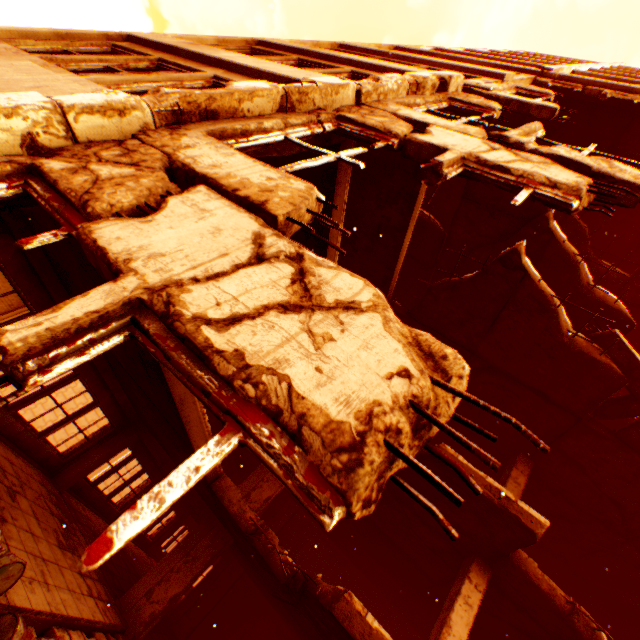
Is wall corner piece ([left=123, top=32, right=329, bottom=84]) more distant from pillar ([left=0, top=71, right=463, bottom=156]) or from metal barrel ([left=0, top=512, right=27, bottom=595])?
metal barrel ([left=0, top=512, right=27, bottom=595])

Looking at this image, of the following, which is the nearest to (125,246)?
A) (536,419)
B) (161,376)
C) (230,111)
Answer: (230,111)

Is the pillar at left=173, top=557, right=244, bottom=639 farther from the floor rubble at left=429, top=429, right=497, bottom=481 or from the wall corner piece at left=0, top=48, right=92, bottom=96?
the wall corner piece at left=0, top=48, right=92, bottom=96

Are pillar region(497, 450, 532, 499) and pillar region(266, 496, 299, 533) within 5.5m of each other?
no

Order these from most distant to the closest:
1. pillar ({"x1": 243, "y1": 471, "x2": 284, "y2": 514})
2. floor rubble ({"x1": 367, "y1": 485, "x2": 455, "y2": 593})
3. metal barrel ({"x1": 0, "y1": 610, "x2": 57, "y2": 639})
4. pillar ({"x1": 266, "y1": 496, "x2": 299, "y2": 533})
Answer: pillar ({"x1": 266, "y1": 496, "x2": 299, "y2": 533}) → pillar ({"x1": 243, "y1": 471, "x2": 284, "y2": 514}) → floor rubble ({"x1": 367, "y1": 485, "x2": 455, "y2": 593}) → metal barrel ({"x1": 0, "y1": 610, "x2": 57, "y2": 639})

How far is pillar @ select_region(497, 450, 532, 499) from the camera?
7.70m

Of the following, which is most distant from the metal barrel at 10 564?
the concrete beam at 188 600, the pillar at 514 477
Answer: the concrete beam at 188 600

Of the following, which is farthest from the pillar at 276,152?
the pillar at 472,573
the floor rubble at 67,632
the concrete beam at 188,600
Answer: the concrete beam at 188,600
